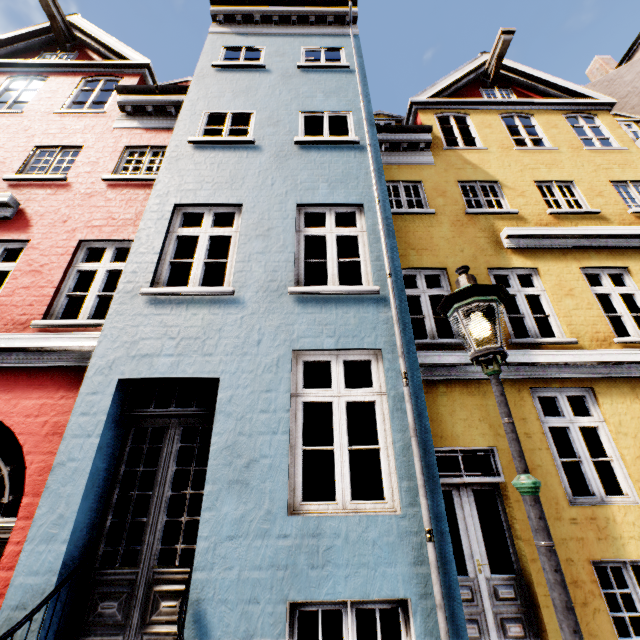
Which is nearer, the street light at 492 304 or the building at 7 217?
the street light at 492 304

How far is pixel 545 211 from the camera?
7.76m

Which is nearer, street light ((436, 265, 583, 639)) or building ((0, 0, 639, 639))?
street light ((436, 265, 583, 639))
